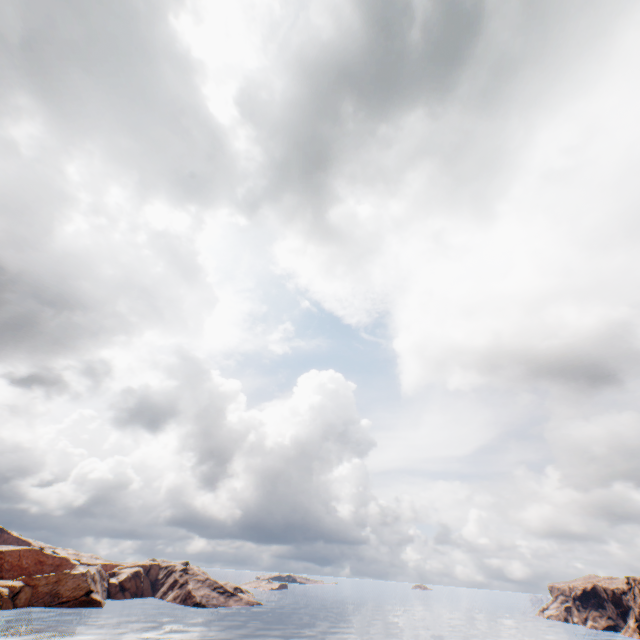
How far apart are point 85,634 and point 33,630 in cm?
996
